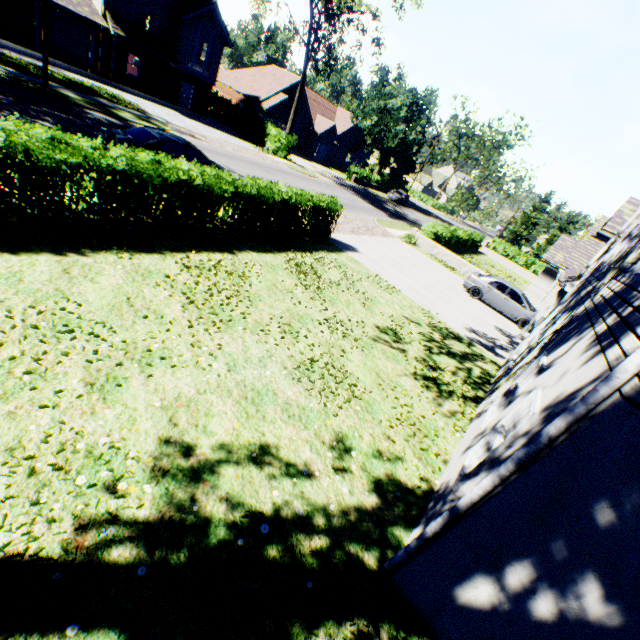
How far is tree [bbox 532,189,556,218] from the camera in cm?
5850

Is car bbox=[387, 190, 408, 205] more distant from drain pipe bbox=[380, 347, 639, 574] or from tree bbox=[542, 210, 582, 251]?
drain pipe bbox=[380, 347, 639, 574]

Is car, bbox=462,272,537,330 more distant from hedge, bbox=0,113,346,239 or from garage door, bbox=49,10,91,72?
garage door, bbox=49,10,91,72

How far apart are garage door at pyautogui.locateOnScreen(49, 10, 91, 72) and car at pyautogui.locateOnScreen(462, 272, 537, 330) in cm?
3273

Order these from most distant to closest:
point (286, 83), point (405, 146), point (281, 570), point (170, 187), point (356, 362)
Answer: point (405, 146) → point (286, 83) → point (170, 187) → point (356, 362) → point (281, 570)

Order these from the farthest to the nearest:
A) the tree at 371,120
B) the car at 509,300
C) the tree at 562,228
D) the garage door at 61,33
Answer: the tree at 562,228
the tree at 371,120
the garage door at 61,33
the car at 509,300

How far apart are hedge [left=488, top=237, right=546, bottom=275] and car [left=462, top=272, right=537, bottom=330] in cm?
3482

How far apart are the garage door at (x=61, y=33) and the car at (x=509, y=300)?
32.73m
